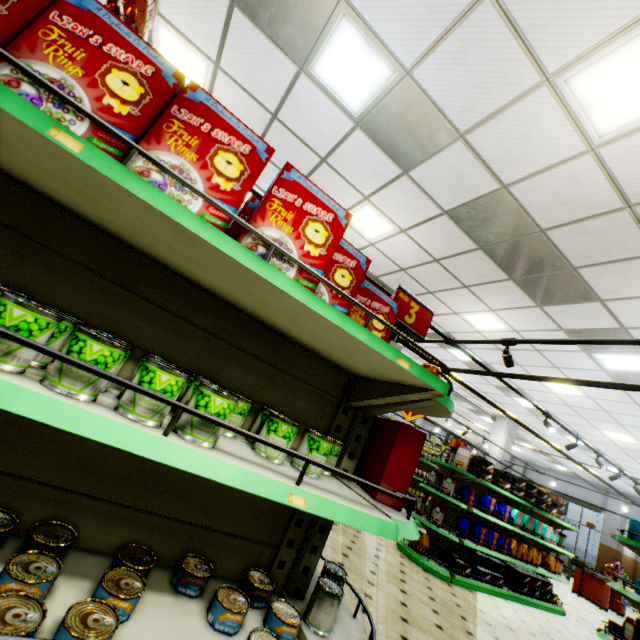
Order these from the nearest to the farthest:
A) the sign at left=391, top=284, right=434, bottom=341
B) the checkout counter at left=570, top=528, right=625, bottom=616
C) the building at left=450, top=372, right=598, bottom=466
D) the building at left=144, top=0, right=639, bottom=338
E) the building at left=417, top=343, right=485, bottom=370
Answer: the sign at left=391, top=284, right=434, bottom=341, the building at left=144, top=0, right=639, bottom=338, the building at left=417, top=343, right=485, bottom=370, the building at left=450, top=372, right=598, bottom=466, the checkout counter at left=570, top=528, right=625, bottom=616

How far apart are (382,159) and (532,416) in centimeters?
1167cm

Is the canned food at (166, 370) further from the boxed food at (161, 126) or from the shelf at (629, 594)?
the shelf at (629, 594)

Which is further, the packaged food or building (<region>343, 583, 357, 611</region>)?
the packaged food

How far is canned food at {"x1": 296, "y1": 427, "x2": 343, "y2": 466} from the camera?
1.4 meters

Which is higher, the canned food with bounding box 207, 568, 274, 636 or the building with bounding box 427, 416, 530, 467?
the building with bounding box 427, 416, 530, 467

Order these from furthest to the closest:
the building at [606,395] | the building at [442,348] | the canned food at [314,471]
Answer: the building at [442,348] < the building at [606,395] < the canned food at [314,471]

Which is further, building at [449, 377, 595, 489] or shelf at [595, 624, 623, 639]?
building at [449, 377, 595, 489]
